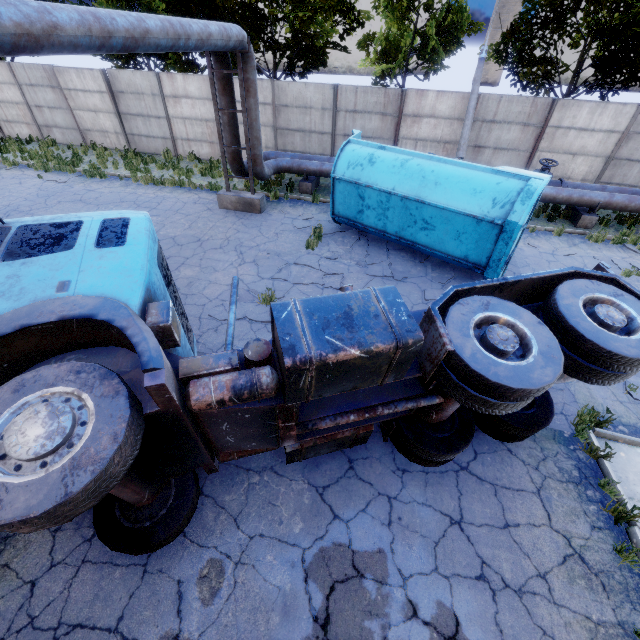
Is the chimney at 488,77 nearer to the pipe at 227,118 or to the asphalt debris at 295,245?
the pipe at 227,118

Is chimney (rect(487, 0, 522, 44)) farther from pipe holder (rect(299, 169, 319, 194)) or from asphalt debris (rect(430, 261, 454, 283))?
asphalt debris (rect(430, 261, 454, 283))

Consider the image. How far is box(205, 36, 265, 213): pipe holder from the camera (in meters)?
9.72

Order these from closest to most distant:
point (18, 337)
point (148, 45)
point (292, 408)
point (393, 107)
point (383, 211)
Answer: point (18, 337)
point (292, 408)
point (148, 45)
point (383, 211)
point (393, 107)

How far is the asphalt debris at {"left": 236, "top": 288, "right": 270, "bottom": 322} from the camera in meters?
7.6

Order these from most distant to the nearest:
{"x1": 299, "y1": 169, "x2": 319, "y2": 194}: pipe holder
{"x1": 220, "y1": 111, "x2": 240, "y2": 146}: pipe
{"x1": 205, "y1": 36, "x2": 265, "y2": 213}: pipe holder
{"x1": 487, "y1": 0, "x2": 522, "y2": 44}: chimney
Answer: {"x1": 487, "y1": 0, "x2": 522, "y2": 44}: chimney < {"x1": 299, "y1": 169, "x2": 319, "y2": 194}: pipe holder < {"x1": 220, "y1": 111, "x2": 240, "y2": 146}: pipe < {"x1": 205, "y1": 36, "x2": 265, "y2": 213}: pipe holder

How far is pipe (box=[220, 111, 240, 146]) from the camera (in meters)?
11.09

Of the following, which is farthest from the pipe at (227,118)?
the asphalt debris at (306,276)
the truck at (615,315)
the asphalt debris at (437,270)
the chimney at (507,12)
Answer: the chimney at (507,12)
